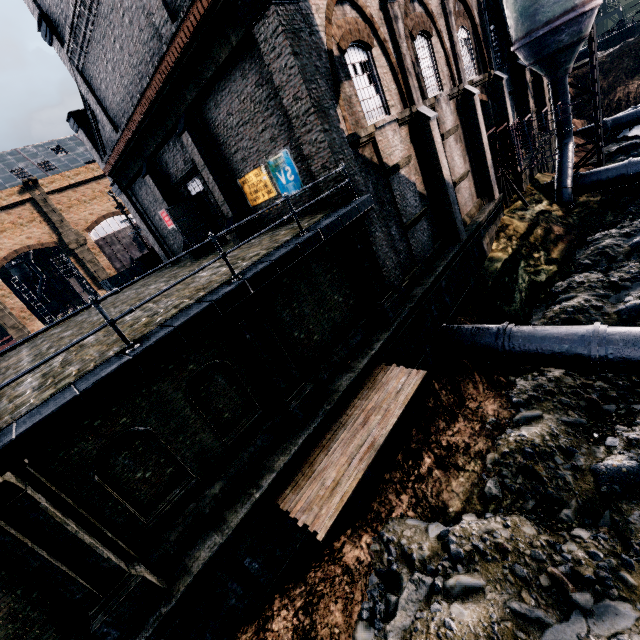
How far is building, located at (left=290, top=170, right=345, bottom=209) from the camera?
11.6m

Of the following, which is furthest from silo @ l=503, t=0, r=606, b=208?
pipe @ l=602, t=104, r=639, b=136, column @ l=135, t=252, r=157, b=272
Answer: column @ l=135, t=252, r=157, b=272

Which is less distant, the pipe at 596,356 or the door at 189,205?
the pipe at 596,356

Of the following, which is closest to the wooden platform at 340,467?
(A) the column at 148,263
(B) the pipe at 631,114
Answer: (A) the column at 148,263

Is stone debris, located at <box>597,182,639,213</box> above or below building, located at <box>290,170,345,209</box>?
below

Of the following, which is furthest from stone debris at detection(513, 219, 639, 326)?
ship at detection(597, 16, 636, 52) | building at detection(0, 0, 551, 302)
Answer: ship at detection(597, 16, 636, 52)

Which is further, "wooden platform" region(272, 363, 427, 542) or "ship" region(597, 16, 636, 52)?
"ship" region(597, 16, 636, 52)

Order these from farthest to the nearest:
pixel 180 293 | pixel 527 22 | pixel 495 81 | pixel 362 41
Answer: pixel 495 81 < pixel 527 22 < pixel 362 41 < pixel 180 293
